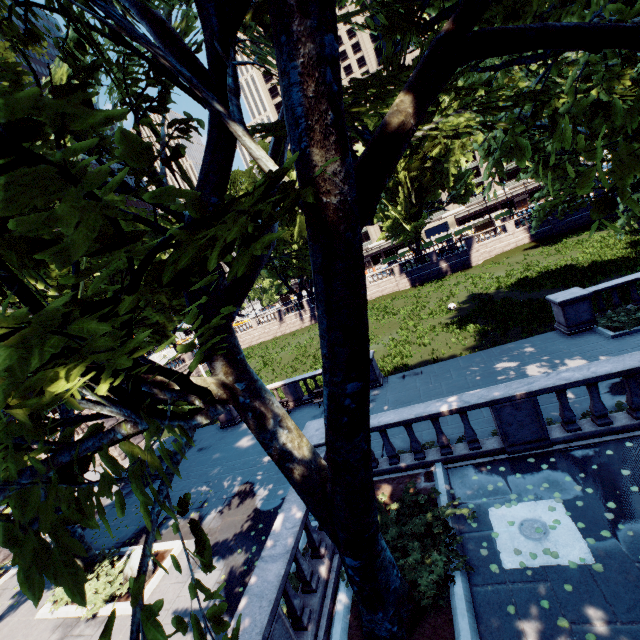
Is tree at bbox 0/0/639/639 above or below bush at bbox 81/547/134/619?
above

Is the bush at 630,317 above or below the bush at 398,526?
below

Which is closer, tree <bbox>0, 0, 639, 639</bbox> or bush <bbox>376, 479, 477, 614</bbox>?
tree <bbox>0, 0, 639, 639</bbox>

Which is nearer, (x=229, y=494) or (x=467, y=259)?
(x=229, y=494)

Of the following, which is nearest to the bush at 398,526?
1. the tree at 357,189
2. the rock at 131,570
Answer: the tree at 357,189

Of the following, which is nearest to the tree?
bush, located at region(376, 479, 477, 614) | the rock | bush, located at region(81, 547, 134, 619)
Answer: bush, located at region(376, 479, 477, 614)

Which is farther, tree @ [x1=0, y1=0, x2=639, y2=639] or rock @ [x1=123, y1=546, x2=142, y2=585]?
rock @ [x1=123, y1=546, x2=142, y2=585]

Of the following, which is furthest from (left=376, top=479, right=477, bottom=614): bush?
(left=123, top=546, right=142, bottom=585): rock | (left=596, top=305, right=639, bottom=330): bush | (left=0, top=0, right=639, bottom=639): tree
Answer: (left=596, top=305, right=639, bottom=330): bush
